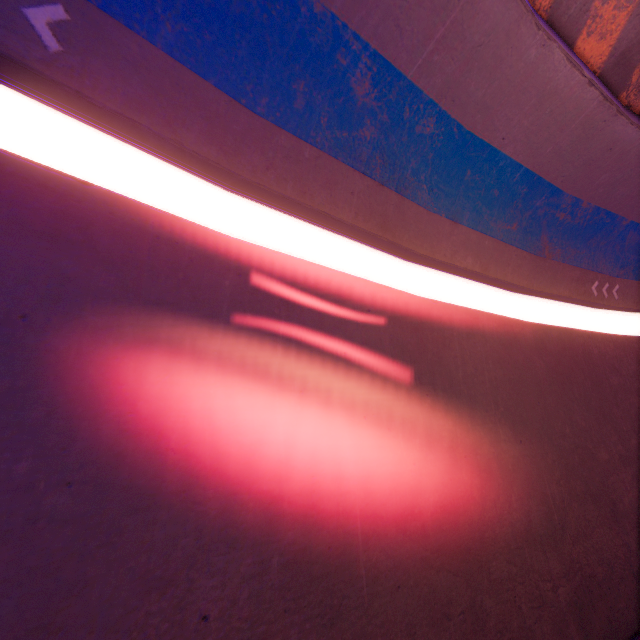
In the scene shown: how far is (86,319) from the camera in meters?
2.9
